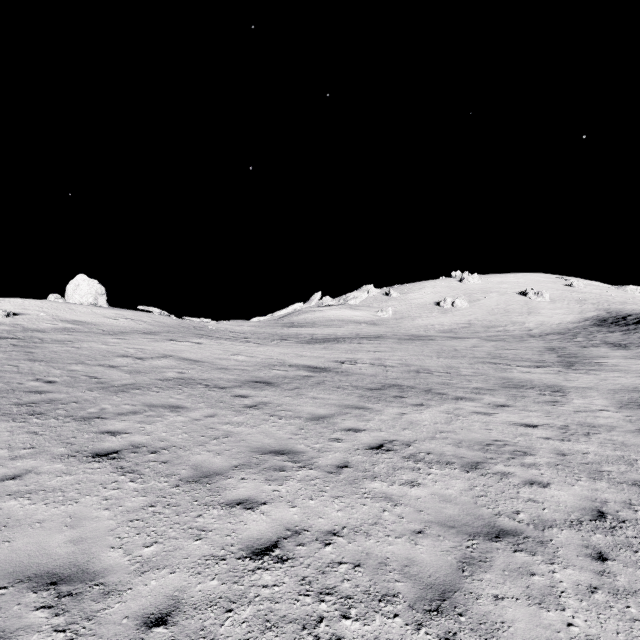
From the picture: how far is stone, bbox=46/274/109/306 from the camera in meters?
30.8

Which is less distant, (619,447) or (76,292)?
(619,447)

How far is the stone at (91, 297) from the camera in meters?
30.8 m
